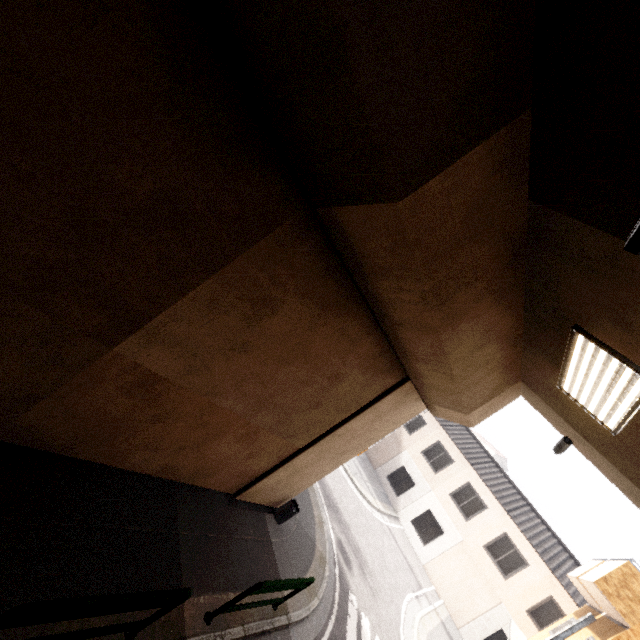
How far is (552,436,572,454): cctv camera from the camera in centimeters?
665cm

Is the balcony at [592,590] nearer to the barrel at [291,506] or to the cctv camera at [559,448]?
the cctv camera at [559,448]

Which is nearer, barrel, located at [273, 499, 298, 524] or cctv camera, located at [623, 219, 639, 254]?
cctv camera, located at [623, 219, 639, 254]

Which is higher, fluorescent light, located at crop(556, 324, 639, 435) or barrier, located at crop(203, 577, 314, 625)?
fluorescent light, located at crop(556, 324, 639, 435)

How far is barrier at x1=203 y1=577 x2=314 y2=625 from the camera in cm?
511

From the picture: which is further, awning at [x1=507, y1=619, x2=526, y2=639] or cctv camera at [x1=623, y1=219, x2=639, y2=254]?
awning at [x1=507, y1=619, x2=526, y2=639]

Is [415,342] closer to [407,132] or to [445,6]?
[407,132]

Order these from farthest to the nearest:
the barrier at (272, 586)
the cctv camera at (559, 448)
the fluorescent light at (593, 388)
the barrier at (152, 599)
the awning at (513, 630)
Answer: the awning at (513, 630) → the cctv camera at (559, 448) → the barrier at (272, 586) → the fluorescent light at (593, 388) → the barrier at (152, 599)
